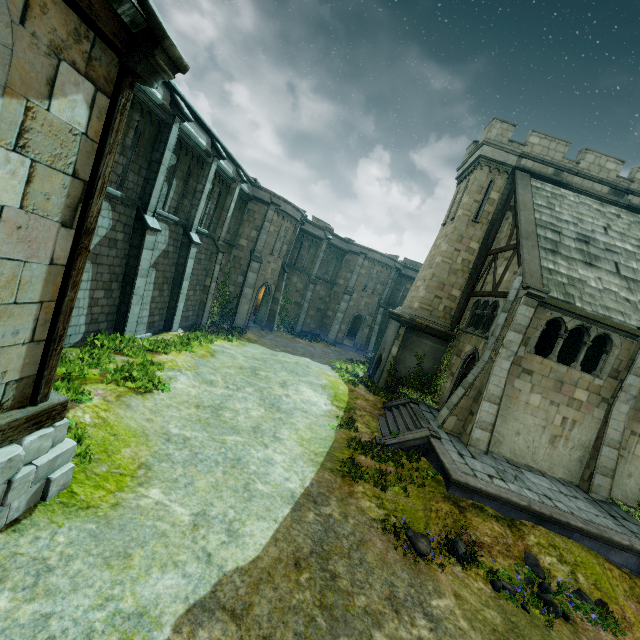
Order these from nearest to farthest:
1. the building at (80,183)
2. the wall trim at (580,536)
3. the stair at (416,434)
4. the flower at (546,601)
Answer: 1. the building at (80,183)
2. the flower at (546,601)
3. the wall trim at (580,536)
4. the stair at (416,434)

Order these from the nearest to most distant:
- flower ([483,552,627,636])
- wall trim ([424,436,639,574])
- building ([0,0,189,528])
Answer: building ([0,0,189,528]) → flower ([483,552,627,636]) → wall trim ([424,436,639,574])

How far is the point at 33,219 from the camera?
4.0 meters

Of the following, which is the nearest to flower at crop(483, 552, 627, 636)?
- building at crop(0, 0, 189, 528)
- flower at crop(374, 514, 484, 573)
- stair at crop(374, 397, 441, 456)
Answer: flower at crop(374, 514, 484, 573)

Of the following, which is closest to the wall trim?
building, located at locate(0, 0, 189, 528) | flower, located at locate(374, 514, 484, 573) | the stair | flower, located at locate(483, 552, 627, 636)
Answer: the stair

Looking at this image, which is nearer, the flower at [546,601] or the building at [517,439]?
the flower at [546,601]

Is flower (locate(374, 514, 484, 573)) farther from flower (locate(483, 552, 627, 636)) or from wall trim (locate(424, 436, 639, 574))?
wall trim (locate(424, 436, 639, 574))
